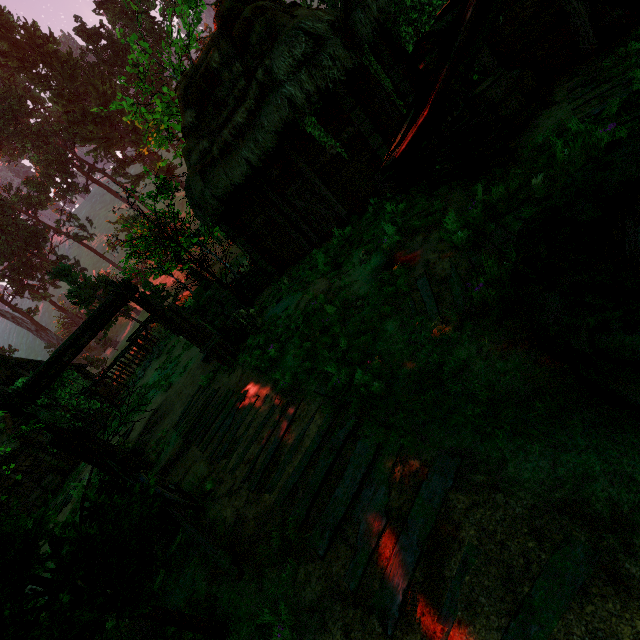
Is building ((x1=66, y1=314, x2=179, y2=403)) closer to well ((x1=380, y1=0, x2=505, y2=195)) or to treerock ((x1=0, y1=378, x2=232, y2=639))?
treerock ((x1=0, y1=378, x2=232, y2=639))

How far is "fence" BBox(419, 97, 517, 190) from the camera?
5.0 meters

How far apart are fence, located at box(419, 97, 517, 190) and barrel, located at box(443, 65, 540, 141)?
0.2m

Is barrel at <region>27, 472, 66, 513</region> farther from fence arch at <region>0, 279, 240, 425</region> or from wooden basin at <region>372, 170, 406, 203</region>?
wooden basin at <region>372, 170, 406, 203</region>

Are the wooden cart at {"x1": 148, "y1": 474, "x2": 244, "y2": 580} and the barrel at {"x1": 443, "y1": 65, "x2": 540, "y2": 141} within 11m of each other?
yes

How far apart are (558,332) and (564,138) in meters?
4.1 m

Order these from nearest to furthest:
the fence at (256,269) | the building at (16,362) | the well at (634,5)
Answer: Answer: the well at (634,5), the fence at (256,269), the building at (16,362)

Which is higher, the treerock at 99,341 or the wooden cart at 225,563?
the treerock at 99,341
